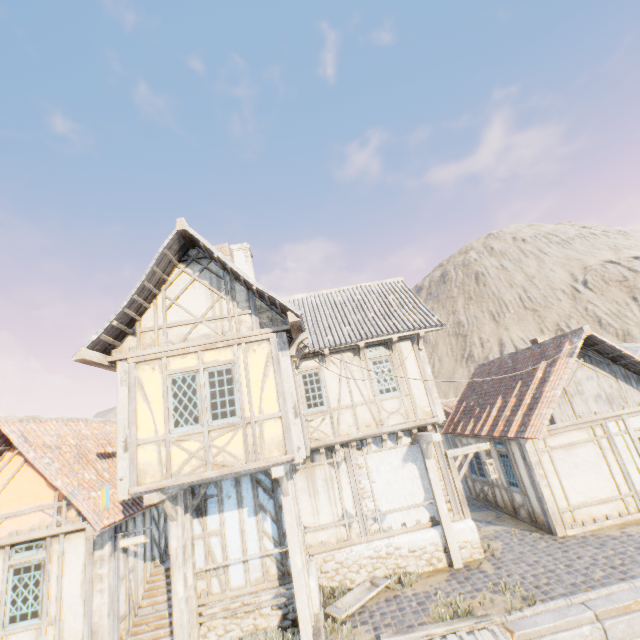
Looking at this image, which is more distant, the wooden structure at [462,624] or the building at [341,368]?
the building at [341,368]

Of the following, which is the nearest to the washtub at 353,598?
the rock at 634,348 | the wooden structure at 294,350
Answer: the wooden structure at 294,350

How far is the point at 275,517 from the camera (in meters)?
8.64

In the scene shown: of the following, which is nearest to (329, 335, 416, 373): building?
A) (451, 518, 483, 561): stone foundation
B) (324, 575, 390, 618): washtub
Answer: (451, 518, 483, 561): stone foundation

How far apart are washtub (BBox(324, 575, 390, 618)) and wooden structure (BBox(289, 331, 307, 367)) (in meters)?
6.23

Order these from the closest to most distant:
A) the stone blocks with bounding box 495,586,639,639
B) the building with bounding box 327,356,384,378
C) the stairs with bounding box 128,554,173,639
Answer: the stone blocks with bounding box 495,586,639,639 < the stairs with bounding box 128,554,173,639 < the building with bounding box 327,356,384,378

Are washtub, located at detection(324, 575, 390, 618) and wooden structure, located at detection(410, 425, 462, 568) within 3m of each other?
yes

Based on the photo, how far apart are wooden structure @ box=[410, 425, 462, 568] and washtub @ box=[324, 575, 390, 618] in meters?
1.9 m
